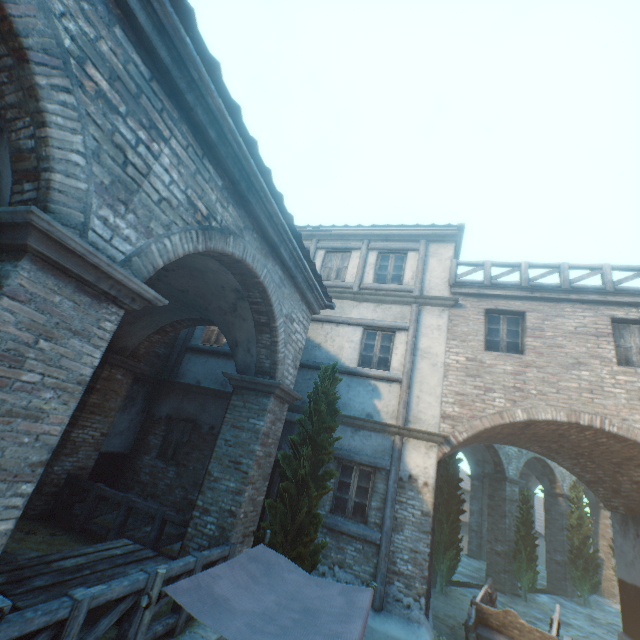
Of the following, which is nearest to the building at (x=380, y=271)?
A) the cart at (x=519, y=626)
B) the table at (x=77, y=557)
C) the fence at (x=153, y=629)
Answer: the fence at (x=153, y=629)

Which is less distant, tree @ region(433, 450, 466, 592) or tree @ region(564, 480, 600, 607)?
tree @ region(433, 450, 466, 592)

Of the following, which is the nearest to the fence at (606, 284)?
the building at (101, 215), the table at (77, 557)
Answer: the building at (101, 215)

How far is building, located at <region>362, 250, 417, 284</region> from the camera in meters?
10.8

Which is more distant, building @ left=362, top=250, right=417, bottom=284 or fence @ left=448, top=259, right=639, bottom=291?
building @ left=362, top=250, right=417, bottom=284

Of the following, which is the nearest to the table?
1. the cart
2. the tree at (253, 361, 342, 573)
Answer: the tree at (253, 361, 342, 573)

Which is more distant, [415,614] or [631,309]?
[631,309]

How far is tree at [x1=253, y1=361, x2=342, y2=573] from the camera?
5.81m
